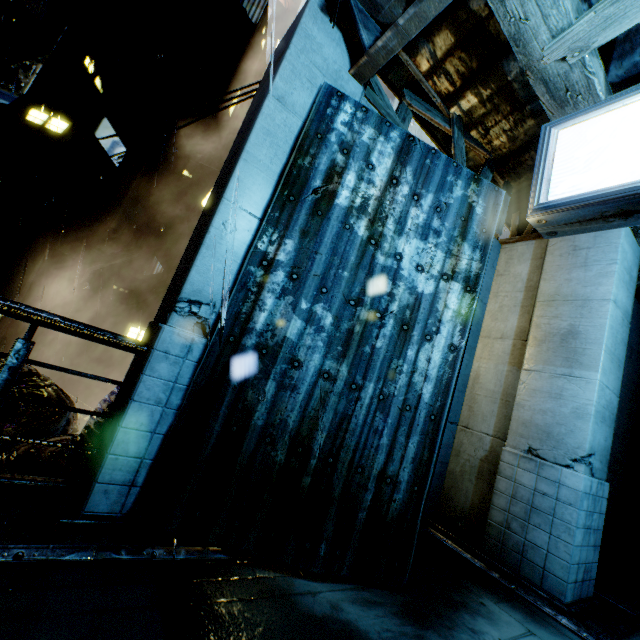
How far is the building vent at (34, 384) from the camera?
9.9m

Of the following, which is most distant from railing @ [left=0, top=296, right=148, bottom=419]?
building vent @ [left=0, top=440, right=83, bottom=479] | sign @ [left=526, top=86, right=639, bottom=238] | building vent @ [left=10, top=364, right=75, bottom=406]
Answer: building vent @ [left=10, top=364, right=75, bottom=406]

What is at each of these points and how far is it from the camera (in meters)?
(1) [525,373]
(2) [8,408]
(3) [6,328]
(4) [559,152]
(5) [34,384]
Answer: (1) building, 6.02
(2) building vent, 9.16
(3) building, 16.14
(4) sign, 3.31
(5) building vent, 10.37

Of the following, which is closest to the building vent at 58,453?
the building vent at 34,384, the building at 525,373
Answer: the building at 525,373

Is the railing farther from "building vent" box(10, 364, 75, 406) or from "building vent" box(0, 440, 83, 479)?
"building vent" box(10, 364, 75, 406)

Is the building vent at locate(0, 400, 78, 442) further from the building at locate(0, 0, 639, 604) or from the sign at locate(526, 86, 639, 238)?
the sign at locate(526, 86, 639, 238)

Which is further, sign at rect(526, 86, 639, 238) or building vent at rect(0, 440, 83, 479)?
building vent at rect(0, 440, 83, 479)

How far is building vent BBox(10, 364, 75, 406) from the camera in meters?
9.9
